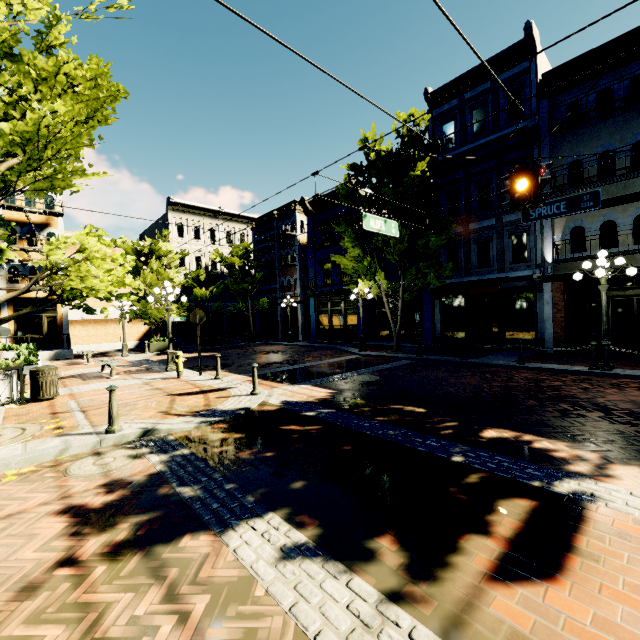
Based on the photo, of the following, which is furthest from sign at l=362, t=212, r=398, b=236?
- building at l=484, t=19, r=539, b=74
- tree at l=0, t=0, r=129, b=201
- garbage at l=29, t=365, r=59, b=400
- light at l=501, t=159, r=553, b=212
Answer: garbage at l=29, t=365, r=59, b=400

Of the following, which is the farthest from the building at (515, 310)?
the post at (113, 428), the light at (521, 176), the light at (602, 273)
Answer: the post at (113, 428)

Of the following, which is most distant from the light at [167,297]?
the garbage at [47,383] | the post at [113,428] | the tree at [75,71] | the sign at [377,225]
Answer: the sign at [377,225]

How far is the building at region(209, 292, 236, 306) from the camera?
33.2m

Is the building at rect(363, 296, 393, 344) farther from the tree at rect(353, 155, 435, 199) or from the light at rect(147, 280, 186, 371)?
the light at rect(147, 280, 186, 371)

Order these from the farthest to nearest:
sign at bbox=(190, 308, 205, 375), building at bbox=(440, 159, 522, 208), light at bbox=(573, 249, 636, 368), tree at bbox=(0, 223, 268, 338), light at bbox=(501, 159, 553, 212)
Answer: building at bbox=(440, 159, 522, 208) → sign at bbox=(190, 308, 205, 375) → light at bbox=(573, 249, 636, 368) → light at bbox=(501, 159, 553, 212) → tree at bbox=(0, 223, 268, 338)

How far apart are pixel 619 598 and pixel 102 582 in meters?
4.0 m
